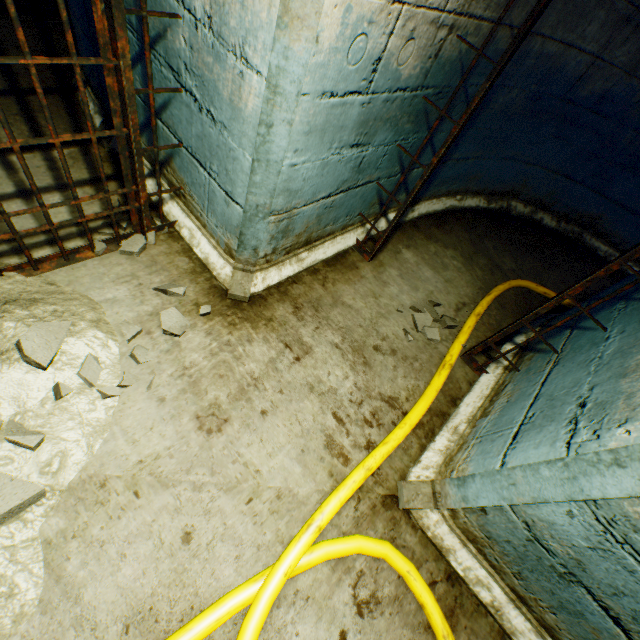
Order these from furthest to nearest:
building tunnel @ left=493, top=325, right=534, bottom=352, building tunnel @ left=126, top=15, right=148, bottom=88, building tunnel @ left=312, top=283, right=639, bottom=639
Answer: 1. building tunnel @ left=493, top=325, right=534, bottom=352
2. building tunnel @ left=126, top=15, right=148, bottom=88
3. building tunnel @ left=312, top=283, right=639, bottom=639

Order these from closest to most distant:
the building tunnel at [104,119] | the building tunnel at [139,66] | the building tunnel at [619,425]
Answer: the building tunnel at [619,425] → the building tunnel at [139,66] → the building tunnel at [104,119]

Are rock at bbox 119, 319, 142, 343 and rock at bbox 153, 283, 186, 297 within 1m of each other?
yes

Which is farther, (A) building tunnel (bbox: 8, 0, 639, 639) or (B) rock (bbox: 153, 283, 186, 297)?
(B) rock (bbox: 153, 283, 186, 297)

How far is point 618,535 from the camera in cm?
108

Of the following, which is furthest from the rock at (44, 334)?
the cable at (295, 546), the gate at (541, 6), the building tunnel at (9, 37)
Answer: the gate at (541, 6)

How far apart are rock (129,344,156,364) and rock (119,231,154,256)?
0.57m

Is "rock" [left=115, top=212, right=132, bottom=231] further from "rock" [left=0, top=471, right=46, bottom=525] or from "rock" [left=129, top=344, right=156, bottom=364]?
"rock" [left=0, top=471, right=46, bottom=525]
